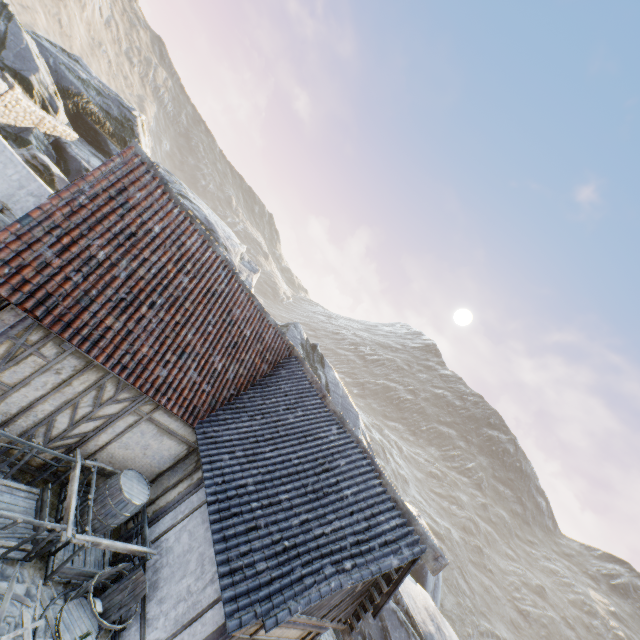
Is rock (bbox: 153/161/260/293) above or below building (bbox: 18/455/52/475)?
above

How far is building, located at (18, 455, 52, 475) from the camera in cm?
675

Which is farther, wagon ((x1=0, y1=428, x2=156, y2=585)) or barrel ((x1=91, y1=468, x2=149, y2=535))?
barrel ((x1=91, y1=468, x2=149, y2=535))

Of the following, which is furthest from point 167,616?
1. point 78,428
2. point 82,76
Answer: point 82,76

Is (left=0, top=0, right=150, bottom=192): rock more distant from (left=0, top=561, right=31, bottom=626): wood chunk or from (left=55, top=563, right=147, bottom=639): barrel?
(left=0, top=561, right=31, bottom=626): wood chunk

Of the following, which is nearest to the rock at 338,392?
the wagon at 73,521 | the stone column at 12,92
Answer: the stone column at 12,92

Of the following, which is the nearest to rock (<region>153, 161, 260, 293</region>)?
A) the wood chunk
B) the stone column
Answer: the stone column
